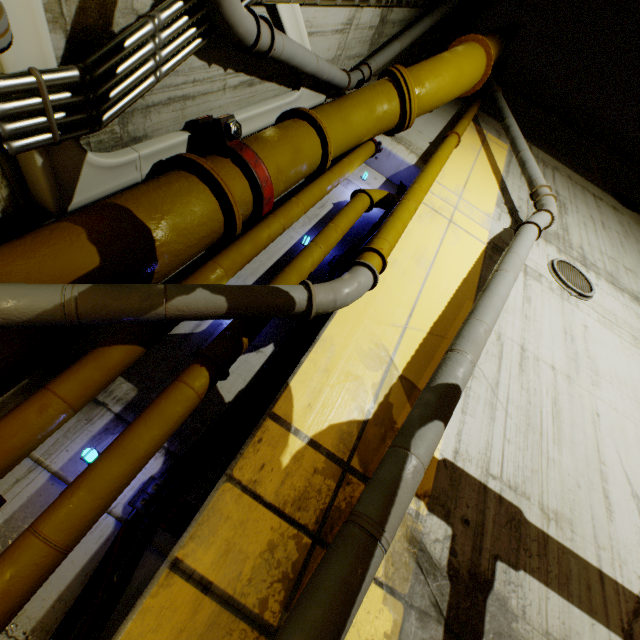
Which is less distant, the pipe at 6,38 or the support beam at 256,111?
the pipe at 6,38

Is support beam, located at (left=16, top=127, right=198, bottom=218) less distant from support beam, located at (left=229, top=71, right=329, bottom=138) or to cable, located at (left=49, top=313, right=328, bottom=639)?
support beam, located at (left=229, top=71, right=329, bottom=138)

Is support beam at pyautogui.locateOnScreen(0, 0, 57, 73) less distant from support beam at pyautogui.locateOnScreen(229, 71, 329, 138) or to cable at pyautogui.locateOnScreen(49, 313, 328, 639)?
support beam at pyautogui.locateOnScreen(229, 71, 329, 138)

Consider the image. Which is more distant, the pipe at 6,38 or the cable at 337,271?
the cable at 337,271

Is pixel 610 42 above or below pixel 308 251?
above

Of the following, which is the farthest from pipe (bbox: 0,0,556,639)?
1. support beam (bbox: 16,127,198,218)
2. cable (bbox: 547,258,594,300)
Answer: cable (bbox: 547,258,594,300)

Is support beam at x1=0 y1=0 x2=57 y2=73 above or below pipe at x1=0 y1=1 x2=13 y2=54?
above
